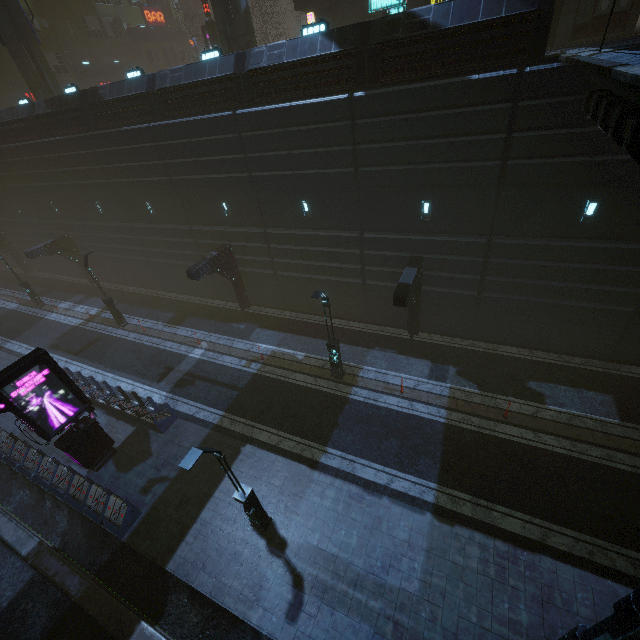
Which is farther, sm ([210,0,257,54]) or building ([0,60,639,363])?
sm ([210,0,257,54])

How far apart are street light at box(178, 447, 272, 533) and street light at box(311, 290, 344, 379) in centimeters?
665cm

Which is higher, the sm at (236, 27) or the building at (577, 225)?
the sm at (236, 27)

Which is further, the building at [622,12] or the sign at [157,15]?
the sign at [157,15]

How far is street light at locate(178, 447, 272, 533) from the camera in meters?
7.9

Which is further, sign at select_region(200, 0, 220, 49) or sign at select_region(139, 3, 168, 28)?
sign at select_region(139, 3, 168, 28)

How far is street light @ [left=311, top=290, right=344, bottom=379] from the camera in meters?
13.6 m

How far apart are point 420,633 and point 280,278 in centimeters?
1733cm
